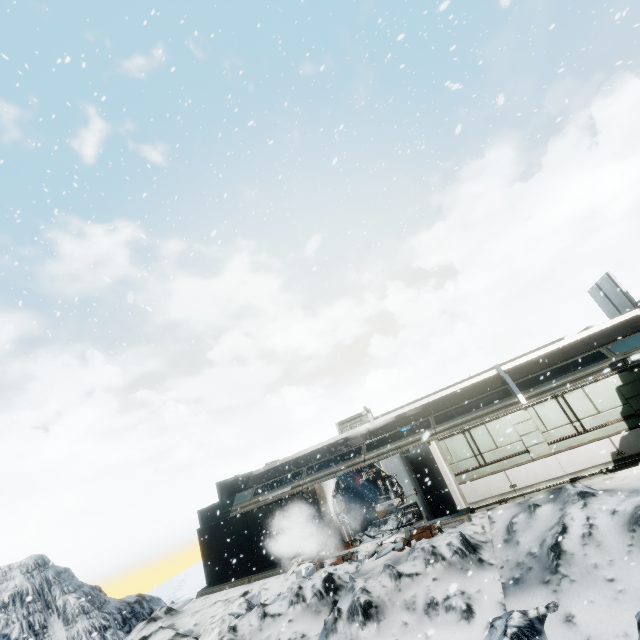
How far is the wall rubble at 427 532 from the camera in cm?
1154

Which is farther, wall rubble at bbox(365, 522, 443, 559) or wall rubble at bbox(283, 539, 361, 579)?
wall rubble at bbox(283, 539, 361, 579)

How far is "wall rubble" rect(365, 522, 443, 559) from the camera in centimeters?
1154cm

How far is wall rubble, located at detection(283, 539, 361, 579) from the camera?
12.7m

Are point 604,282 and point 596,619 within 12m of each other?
no

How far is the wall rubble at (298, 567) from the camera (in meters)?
12.71
